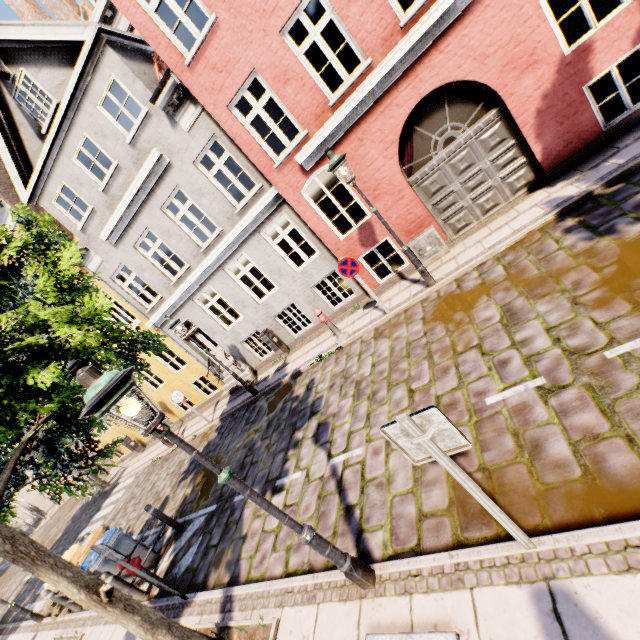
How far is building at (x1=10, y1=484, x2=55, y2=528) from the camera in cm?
2634

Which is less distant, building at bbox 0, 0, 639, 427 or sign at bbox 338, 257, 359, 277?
building at bbox 0, 0, 639, 427

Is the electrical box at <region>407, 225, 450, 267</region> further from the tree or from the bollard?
the bollard

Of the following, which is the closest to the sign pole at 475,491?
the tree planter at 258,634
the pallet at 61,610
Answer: the tree planter at 258,634

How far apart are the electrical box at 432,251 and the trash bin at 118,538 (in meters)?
10.09

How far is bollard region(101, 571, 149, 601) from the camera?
6.67m

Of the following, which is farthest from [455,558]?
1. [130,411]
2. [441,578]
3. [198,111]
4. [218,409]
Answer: [218,409]

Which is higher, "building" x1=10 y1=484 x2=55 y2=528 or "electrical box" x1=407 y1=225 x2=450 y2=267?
"building" x1=10 y1=484 x2=55 y2=528
